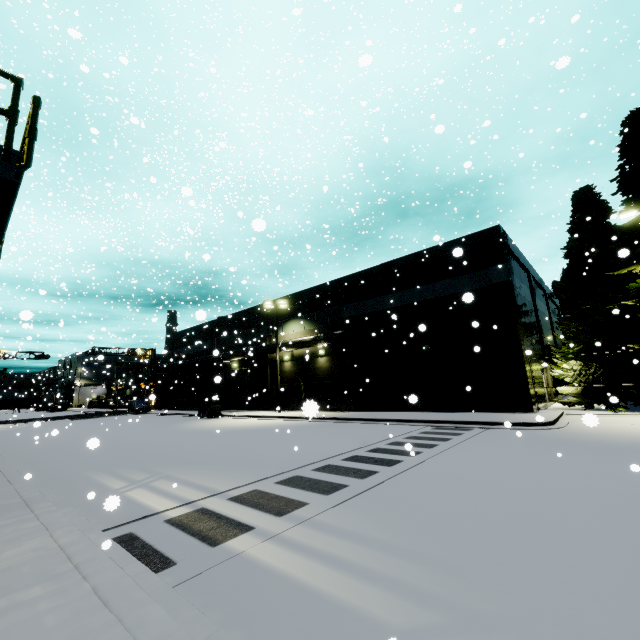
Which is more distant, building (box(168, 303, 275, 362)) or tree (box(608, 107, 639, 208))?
building (box(168, 303, 275, 362))

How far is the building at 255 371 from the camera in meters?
31.6

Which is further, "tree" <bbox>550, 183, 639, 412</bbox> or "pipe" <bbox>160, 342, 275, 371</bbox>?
"pipe" <bbox>160, 342, 275, 371</bbox>

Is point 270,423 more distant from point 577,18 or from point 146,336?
point 146,336

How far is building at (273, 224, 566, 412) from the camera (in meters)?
18.56

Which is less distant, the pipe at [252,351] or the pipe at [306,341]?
the pipe at [306,341]

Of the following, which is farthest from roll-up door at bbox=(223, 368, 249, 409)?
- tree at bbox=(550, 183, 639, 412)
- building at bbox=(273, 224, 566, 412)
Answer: tree at bbox=(550, 183, 639, 412)
